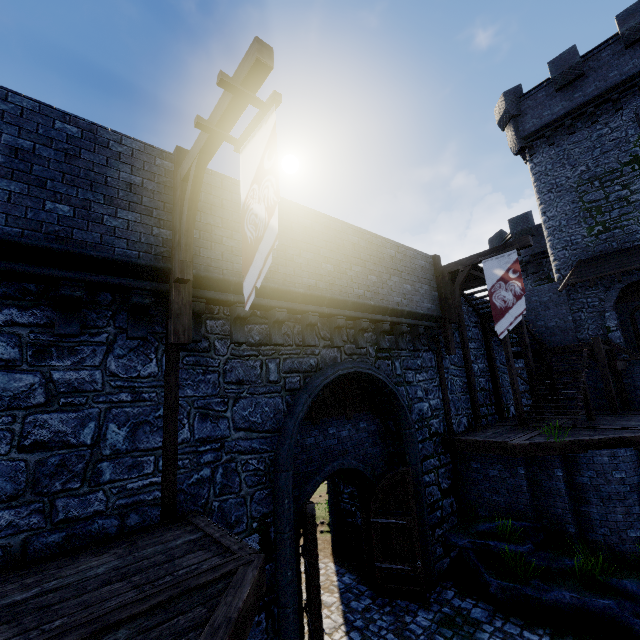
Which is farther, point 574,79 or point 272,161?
point 574,79

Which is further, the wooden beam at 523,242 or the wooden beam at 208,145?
the wooden beam at 523,242

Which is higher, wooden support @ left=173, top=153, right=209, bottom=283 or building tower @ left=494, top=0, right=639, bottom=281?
building tower @ left=494, top=0, right=639, bottom=281

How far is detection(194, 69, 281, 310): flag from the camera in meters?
4.3

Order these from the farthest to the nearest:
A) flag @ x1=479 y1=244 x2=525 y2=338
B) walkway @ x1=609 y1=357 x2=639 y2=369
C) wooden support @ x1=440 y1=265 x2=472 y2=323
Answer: walkway @ x1=609 y1=357 x2=639 y2=369 → wooden support @ x1=440 y1=265 x2=472 y2=323 → flag @ x1=479 y1=244 x2=525 y2=338

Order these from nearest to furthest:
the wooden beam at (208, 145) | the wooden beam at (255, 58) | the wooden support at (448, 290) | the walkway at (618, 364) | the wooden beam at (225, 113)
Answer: the wooden beam at (255, 58), the wooden beam at (225, 113), the wooden beam at (208, 145), the wooden support at (448, 290), the walkway at (618, 364)

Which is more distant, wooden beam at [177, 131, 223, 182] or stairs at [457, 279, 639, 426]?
stairs at [457, 279, 639, 426]

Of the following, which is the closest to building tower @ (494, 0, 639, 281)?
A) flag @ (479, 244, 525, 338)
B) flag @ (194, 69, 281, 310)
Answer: flag @ (479, 244, 525, 338)
